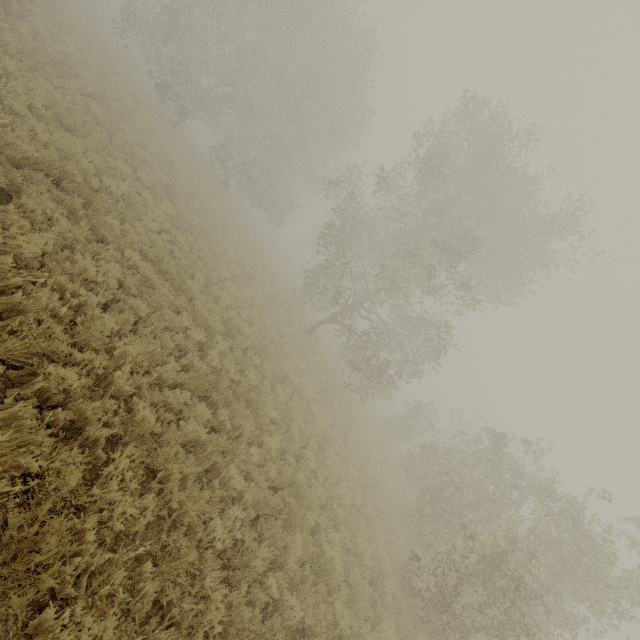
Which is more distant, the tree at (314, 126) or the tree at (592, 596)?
the tree at (314, 126)

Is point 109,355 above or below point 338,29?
below

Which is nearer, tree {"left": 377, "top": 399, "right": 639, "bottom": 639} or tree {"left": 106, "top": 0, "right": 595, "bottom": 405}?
tree {"left": 377, "top": 399, "right": 639, "bottom": 639}
